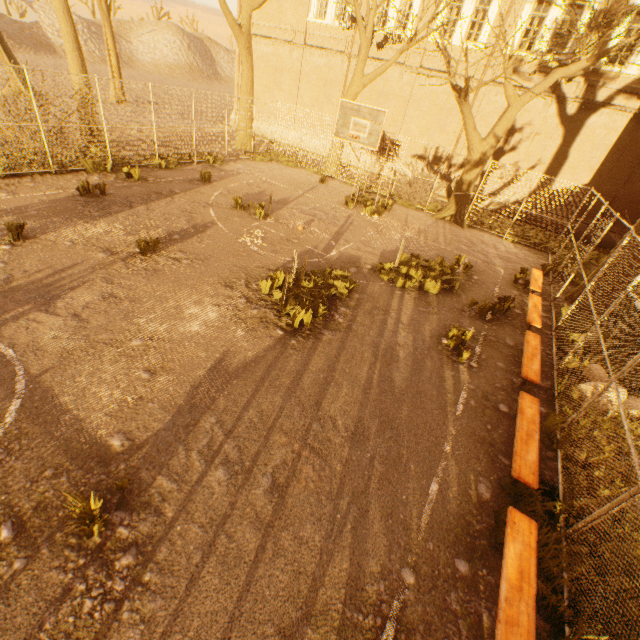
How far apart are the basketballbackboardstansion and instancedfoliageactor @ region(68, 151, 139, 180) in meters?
8.3 m

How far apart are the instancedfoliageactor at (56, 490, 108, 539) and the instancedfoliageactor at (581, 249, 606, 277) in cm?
1872

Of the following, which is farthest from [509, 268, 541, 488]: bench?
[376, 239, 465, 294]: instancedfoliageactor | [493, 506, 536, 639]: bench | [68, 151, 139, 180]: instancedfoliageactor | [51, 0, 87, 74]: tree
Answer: [68, 151, 139, 180]: instancedfoliageactor

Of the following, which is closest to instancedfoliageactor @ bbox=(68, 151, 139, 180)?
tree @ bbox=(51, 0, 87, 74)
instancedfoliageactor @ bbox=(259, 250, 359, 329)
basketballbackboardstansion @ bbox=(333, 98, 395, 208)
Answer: tree @ bbox=(51, 0, 87, 74)

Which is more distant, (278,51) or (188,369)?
(278,51)

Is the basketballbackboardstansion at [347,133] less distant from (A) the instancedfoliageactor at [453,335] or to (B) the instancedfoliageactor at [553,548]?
(A) the instancedfoliageactor at [453,335]

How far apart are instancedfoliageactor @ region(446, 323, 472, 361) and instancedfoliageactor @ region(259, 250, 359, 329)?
2.8 meters

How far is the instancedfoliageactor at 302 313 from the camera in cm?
686
